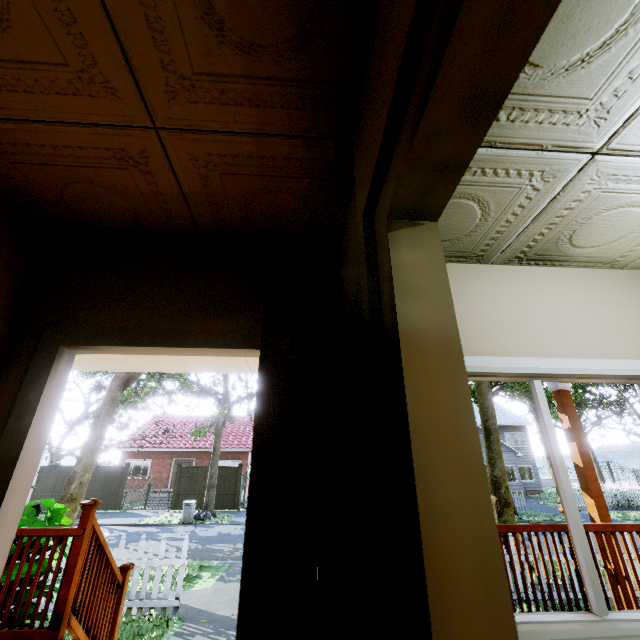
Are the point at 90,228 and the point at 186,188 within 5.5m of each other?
yes

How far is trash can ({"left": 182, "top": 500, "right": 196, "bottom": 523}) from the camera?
15.8m

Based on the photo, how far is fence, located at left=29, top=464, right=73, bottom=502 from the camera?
19.1m

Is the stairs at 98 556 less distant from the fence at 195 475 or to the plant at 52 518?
the plant at 52 518

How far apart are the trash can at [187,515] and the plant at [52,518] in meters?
12.7

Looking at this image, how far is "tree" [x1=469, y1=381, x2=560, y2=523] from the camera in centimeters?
879cm

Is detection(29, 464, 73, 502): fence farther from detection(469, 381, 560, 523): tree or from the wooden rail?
the wooden rail
